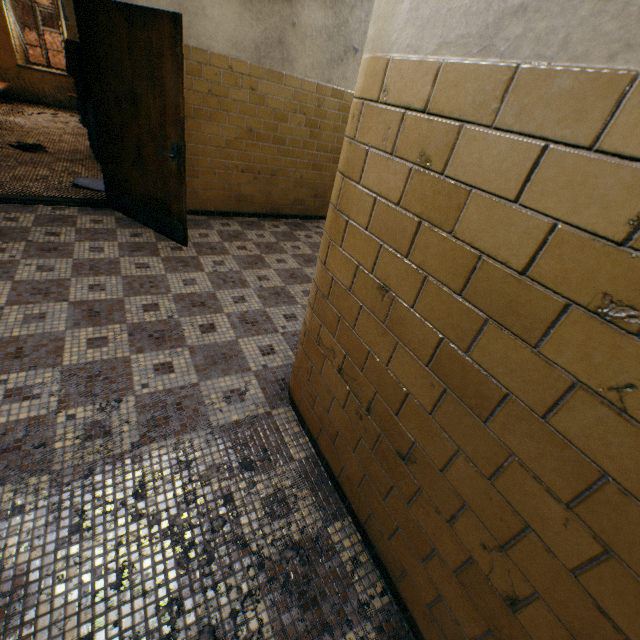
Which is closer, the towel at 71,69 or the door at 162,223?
the door at 162,223

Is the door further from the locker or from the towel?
the towel

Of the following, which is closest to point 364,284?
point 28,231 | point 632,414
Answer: point 632,414

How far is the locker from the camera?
5.1m

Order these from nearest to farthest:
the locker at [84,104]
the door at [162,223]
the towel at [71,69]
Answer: the door at [162,223] → the locker at [84,104] → the towel at [71,69]

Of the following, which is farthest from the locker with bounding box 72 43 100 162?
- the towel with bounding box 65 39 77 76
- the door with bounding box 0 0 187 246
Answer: the door with bounding box 0 0 187 246

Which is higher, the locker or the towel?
the towel
